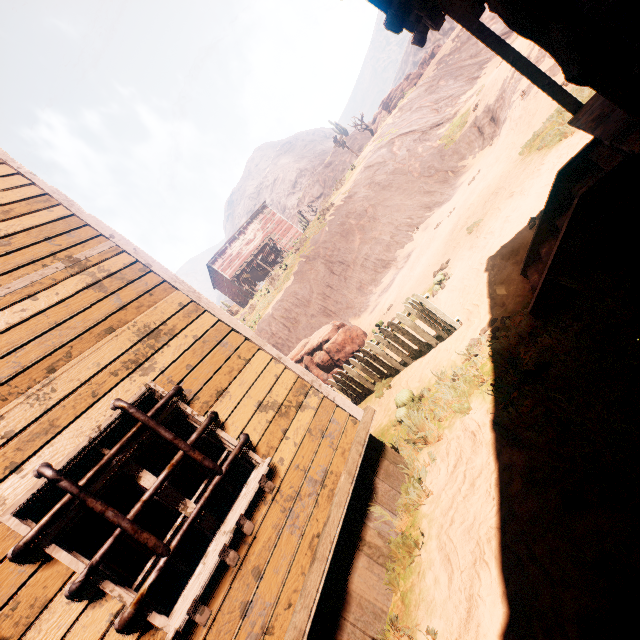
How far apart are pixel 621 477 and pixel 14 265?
5.6 meters

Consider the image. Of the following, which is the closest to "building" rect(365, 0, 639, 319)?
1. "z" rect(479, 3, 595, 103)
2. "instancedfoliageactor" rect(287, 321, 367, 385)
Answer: "z" rect(479, 3, 595, 103)

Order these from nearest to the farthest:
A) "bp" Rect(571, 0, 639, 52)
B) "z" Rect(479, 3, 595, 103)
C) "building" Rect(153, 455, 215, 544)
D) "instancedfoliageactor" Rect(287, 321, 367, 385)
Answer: "building" Rect(153, 455, 215, 544) → "bp" Rect(571, 0, 639, 52) → "z" Rect(479, 3, 595, 103) → "instancedfoliageactor" Rect(287, 321, 367, 385)

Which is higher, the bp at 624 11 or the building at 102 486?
the building at 102 486

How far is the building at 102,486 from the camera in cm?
268

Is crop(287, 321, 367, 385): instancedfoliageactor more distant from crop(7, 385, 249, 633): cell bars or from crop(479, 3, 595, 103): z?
crop(7, 385, 249, 633): cell bars

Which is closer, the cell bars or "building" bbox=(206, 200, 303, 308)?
the cell bars

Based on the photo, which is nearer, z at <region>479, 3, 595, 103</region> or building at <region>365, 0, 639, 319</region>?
building at <region>365, 0, 639, 319</region>
